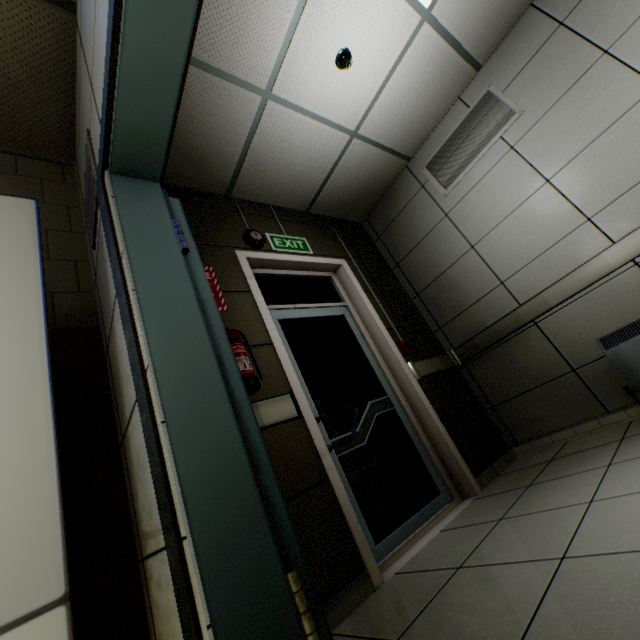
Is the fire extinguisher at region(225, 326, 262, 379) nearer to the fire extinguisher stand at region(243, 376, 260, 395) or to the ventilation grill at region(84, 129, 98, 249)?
the fire extinguisher stand at region(243, 376, 260, 395)

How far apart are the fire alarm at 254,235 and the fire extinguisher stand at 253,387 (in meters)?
1.43

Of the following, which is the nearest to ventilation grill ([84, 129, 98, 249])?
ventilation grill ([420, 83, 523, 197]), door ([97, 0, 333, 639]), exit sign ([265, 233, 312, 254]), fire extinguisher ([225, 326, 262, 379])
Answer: door ([97, 0, 333, 639])

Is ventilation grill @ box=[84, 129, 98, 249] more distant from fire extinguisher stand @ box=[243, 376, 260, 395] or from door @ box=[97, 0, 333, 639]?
fire extinguisher stand @ box=[243, 376, 260, 395]

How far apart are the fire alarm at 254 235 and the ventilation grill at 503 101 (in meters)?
2.11

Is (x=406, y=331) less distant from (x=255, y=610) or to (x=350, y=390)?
(x=350, y=390)

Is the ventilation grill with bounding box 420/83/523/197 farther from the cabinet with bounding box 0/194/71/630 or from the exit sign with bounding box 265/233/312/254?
the cabinet with bounding box 0/194/71/630

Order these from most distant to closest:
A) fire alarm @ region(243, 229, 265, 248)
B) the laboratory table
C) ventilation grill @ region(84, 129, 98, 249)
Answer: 1. fire alarm @ region(243, 229, 265, 248)
2. ventilation grill @ region(84, 129, 98, 249)
3. the laboratory table
